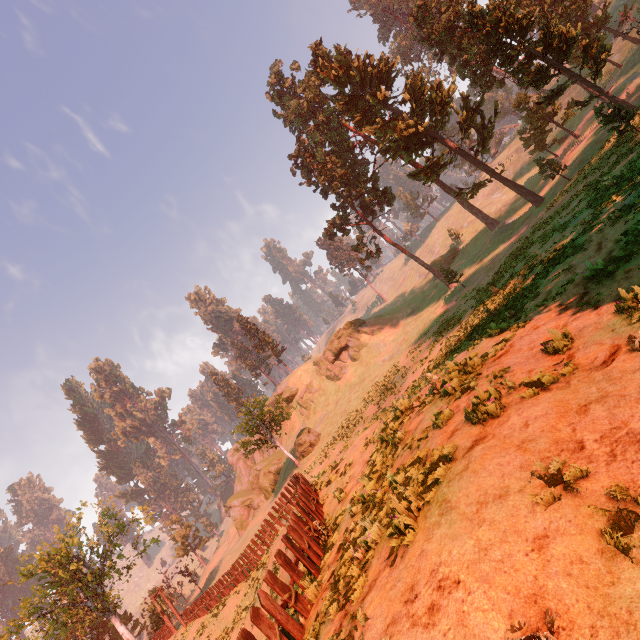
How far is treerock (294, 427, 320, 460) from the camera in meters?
39.4

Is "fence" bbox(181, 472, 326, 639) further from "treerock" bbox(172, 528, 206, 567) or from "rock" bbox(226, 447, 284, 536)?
"rock" bbox(226, 447, 284, 536)

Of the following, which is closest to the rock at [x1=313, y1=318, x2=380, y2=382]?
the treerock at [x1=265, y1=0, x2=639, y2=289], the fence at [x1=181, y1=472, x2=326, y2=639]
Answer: the treerock at [x1=265, y1=0, x2=639, y2=289]

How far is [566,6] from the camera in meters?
29.1 m

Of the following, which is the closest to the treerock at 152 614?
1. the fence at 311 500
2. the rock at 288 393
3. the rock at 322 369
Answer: the rock at 288 393

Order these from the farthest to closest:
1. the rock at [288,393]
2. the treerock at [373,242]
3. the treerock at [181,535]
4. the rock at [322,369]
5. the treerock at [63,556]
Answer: the treerock at [181,535]
the rock at [288,393]
the rock at [322,369]
the treerock at [373,242]
the treerock at [63,556]

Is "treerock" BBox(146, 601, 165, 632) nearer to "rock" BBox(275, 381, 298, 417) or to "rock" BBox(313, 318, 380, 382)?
"rock" BBox(275, 381, 298, 417)

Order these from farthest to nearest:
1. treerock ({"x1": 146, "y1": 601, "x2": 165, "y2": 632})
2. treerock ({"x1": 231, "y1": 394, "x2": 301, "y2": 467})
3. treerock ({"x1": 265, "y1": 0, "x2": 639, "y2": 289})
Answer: treerock ({"x1": 231, "y1": 394, "x2": 301, "y2": 467})
treerock ({"x1": 146, "y1": 601, "x2": 165, "y2": 632})
treerock ({"x1": 265, "y1": 0, "x2": 639, "y2": 289})
